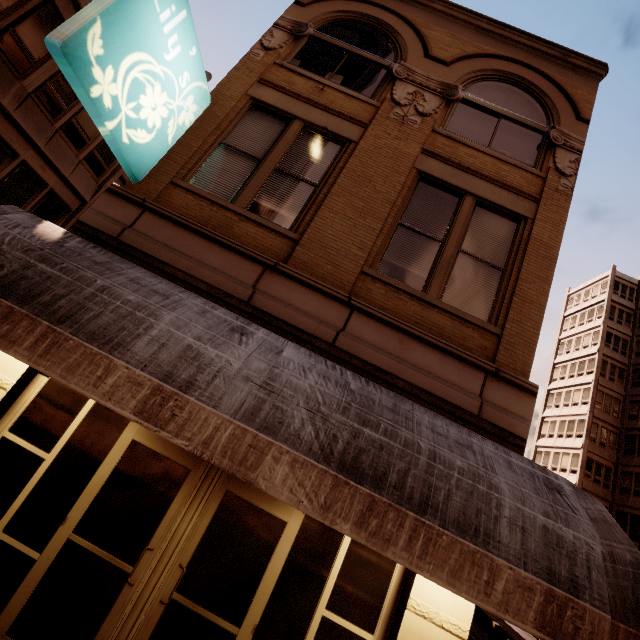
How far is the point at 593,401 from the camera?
34.2 meters

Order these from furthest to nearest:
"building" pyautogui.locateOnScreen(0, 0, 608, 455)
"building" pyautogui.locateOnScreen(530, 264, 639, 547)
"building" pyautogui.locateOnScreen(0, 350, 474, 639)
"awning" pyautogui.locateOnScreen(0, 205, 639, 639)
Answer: "building" pyautogui.locateOnScreen(530, 264, 639, 547) → "building" pyautogui.locateOnScreen(0, 0, 608, 455) → "building" pyautogui.locateOnScreen(0, 350, 474, 639) → "awning" pyautogui.locateOnScreen(0, 205, 639, 639)

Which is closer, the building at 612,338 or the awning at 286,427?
the awning at 286,427

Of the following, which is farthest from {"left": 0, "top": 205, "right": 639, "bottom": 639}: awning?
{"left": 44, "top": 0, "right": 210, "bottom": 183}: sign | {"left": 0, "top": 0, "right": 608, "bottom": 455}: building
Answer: {"left": 44, "top": 0, "right": 210, "bottom": 183}: sign

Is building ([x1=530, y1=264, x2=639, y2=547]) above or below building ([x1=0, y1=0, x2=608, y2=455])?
above

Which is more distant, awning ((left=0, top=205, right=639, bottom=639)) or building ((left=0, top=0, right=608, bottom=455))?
building ((left=0, top=0, right=608, bottom=455))

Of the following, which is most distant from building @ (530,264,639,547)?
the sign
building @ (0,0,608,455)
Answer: the sign

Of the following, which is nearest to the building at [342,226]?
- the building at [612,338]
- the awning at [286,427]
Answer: the awning at [286,427]
